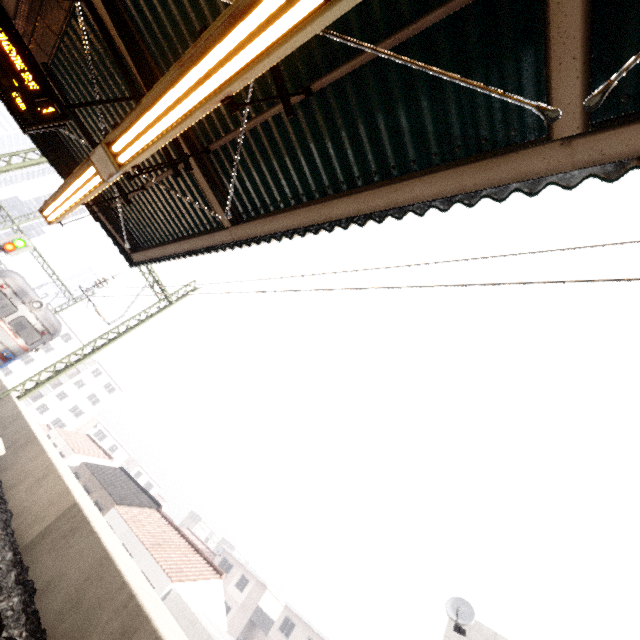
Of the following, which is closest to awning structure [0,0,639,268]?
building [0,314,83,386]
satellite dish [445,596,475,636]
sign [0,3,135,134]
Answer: sign [0,3,135,134]

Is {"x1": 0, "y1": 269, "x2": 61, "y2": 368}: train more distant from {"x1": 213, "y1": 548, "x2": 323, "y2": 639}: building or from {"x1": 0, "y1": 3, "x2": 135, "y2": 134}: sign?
{"x1": 213, "y1": 548, "x2": 323, "y2": 639}: building

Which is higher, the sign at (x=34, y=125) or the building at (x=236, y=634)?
the sign at (x=34, y=125)

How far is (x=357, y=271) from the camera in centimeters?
482cm

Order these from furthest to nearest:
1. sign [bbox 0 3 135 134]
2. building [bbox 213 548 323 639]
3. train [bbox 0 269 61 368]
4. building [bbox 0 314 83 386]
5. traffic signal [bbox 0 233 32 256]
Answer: building [bbox 0 314 83 386], building [bbox 213 548 323 639], traffic signal [bbox 0 233 32 256], train [bbox 0 269 61 368], sign [bbox 0 3 135 134]

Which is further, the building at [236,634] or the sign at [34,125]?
the building at [236,634]

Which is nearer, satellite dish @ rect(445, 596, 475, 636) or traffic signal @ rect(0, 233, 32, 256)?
satellite dish @ rect(445, 596, 475, 636)

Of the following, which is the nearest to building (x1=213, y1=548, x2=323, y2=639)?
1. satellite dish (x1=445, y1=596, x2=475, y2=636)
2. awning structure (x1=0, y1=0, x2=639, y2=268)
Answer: satellite dish (x1=445, y1=596, x2=475, y2=636)
